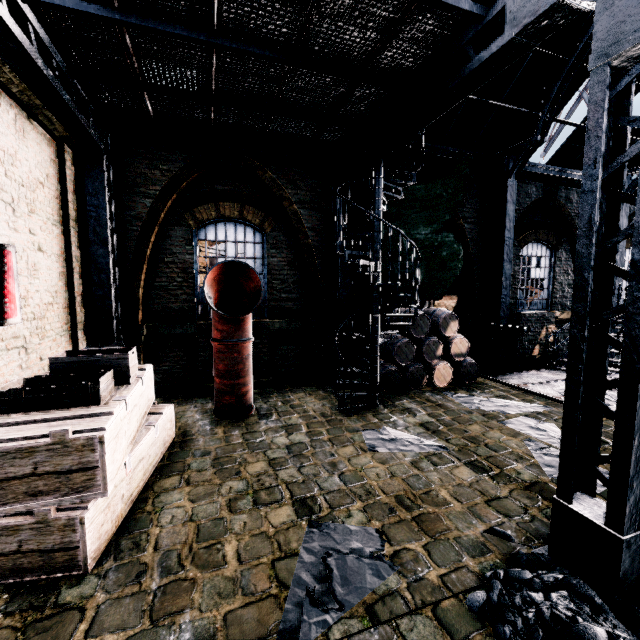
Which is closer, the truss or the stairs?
the truss

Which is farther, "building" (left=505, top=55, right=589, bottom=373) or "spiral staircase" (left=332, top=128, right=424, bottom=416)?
"building" (left=505, top=55, right=589, bottom=373)

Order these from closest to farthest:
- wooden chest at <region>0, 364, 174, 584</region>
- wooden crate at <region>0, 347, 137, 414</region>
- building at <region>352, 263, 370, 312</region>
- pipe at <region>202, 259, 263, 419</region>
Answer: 1. wooden chest at <region>0, 364, 174, 584</region>
2. wooden crate at <region>0, 347, 137, 414</region>
3. pipe at <region>202, 259, 263, 419</region>
4. building at <region>352, 263, 370, 312</region>

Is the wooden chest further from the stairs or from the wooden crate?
the stairs

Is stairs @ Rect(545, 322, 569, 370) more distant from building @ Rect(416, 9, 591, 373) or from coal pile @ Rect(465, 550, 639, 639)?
coal pile @ Rect(465, 550, 639, 639)

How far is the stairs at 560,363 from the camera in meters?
12.0 m

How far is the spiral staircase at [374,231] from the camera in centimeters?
695cm

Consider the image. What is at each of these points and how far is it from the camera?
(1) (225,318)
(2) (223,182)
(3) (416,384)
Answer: (1) pipe, 6.8 meters
(2) building, 8.8 meters
(3) wooden barrel, 9.4 meters
